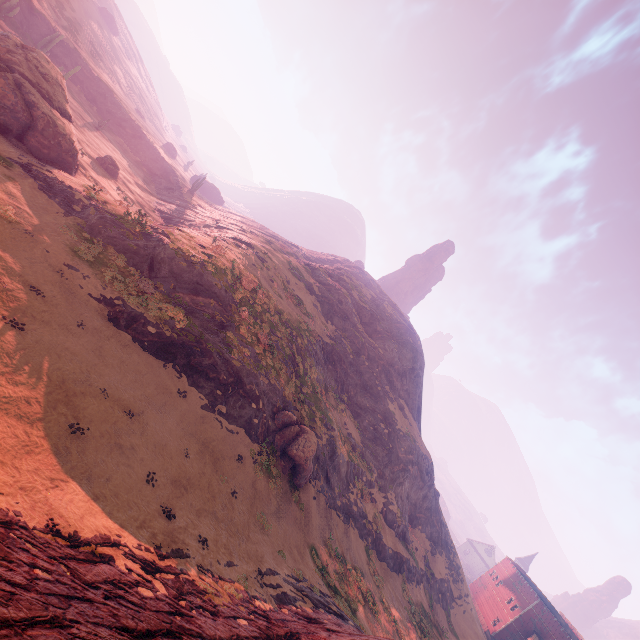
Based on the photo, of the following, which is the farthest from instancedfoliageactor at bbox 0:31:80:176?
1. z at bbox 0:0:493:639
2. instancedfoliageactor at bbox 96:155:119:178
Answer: instancedfoliageactor at bbox 96:155:119:178

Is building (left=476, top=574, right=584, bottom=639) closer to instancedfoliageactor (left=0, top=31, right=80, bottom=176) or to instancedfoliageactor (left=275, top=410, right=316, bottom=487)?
instancedfoliageactor (left=275, top=410, right=316, bottom=487)

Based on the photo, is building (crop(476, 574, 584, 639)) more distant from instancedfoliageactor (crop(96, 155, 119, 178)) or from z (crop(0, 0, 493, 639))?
instancedfoliageactor (crop(96, 155, 119, 178))

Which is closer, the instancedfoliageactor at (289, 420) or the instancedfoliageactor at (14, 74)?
the instancedfoliageactor at (14, 74)

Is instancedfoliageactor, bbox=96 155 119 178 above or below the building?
below

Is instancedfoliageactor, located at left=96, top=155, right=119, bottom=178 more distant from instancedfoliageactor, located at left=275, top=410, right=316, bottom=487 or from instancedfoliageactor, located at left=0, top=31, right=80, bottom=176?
instancedfoliageactor, located at left=275, top=410, right=316, bottom=487

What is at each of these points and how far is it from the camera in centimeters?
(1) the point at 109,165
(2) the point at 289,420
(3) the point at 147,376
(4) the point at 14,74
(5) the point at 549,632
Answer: (1) instancedfoliageactor, 3828cm
(2) instancedfoliageactor, 2552cm
(3) z, 1794cm
(4) instancedfoliageactor, 2159cm
(5) building, 5106cm

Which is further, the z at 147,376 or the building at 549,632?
the building at 549,632
